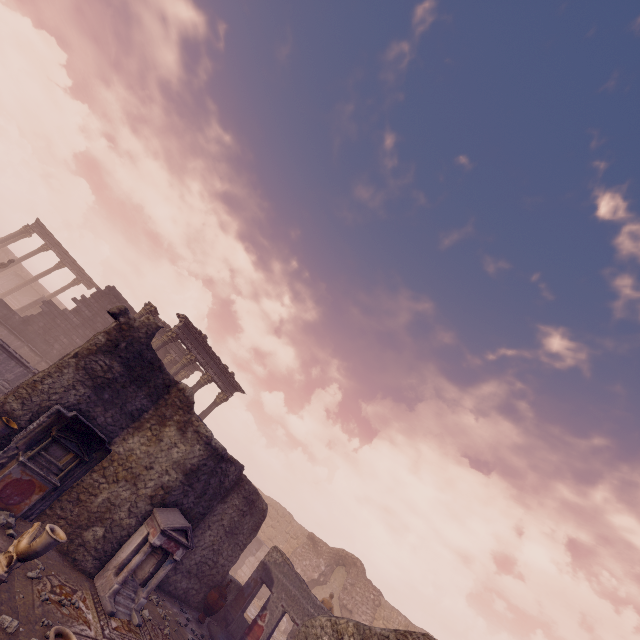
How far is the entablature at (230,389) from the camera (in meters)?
18.20

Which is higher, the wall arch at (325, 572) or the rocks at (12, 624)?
the wall arch at (325, 572)

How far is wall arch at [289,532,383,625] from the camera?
20.41m

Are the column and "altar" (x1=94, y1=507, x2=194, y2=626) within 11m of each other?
yes

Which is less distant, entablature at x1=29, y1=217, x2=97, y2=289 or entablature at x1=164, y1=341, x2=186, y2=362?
entablature at x1=164, y1=341, x2=186, y2=362

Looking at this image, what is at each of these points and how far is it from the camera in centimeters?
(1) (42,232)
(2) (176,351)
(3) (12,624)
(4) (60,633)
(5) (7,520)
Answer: (1) entablature, 2847cm
(2) entablature, 2453cm
(3) rocks, 498cm
(4) sculpture, 362cm
(5) rocks, 690cm

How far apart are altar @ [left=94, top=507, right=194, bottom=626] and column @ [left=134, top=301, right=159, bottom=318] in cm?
964

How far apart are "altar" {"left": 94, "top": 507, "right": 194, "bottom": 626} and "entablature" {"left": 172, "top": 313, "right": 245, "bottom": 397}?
10.7 meters
